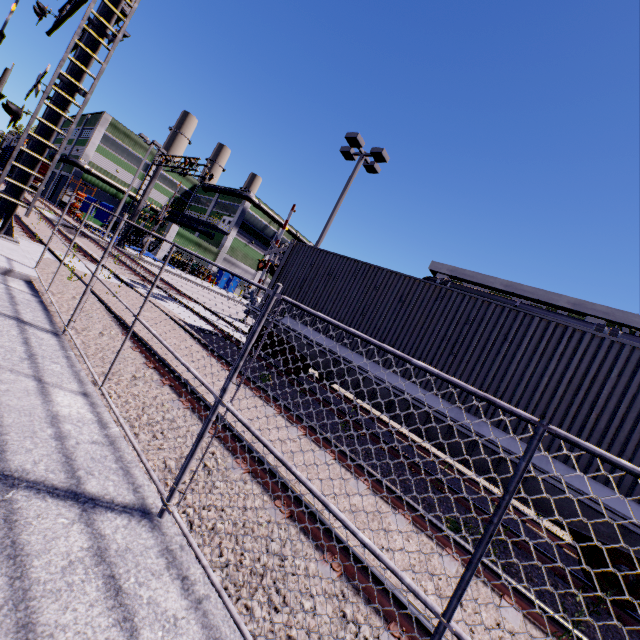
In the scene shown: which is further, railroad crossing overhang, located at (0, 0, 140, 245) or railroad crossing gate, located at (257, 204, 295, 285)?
railroad crossing gate, located at (257, 204, 295, 285)

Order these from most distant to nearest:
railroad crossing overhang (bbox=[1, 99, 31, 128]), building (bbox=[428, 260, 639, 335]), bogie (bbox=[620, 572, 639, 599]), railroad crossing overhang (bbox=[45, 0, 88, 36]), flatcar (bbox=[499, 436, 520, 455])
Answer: building (bbox=[428, 260, 639, 335])
railroad crossing overhang (bbox=[45, 0, 88, 36])
railroad crossing overhang (bbox=[1, 99, 31, 128])
flatcar (bbox=[499, 436, 520, 455])
bogie (bbox=[620, 572, 639, 599])

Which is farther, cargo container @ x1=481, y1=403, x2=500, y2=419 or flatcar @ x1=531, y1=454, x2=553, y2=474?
cargo container @ x1=481, y1=403, x2=500, y2=419

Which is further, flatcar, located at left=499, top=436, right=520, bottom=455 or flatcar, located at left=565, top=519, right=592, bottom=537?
flatcar, located at left=499, top=436, right=520, bottom=455

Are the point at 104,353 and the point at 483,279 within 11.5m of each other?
no

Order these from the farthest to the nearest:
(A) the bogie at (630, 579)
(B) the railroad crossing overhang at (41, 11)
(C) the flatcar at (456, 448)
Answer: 1. (B) the railroad crossing overhang at (41, 11)
2. (C) the flatcar at (456, 448)
3. (A) the bogie at (630, 579)

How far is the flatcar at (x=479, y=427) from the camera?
6.1m
